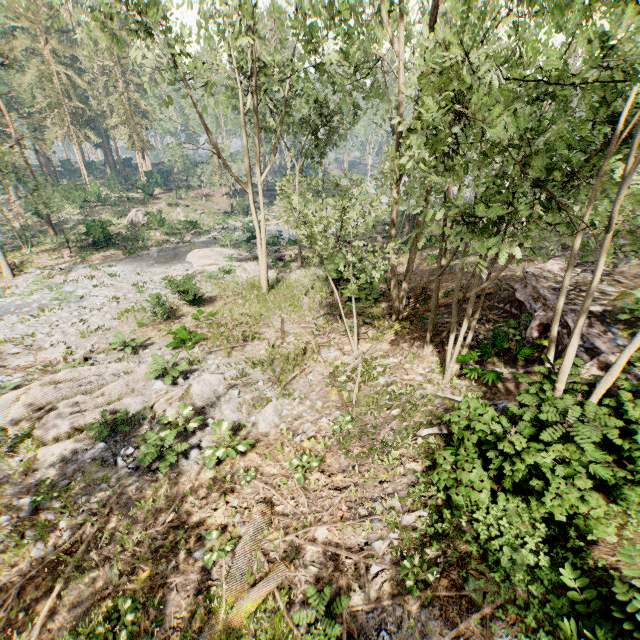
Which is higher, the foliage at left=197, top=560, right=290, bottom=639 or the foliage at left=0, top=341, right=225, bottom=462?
the foliage at left=197, top=560, right=290, bottom=639

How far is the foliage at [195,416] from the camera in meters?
9.0 m

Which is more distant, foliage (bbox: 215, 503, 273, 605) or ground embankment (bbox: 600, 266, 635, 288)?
ground embankment (bbox: 600, 266, 635, 288)

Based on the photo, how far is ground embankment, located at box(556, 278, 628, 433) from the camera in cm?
534

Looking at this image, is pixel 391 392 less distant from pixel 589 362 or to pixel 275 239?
pixel 589 362

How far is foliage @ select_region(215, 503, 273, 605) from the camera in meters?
5.9

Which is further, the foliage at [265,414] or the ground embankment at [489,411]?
the foliage at [265,414]
